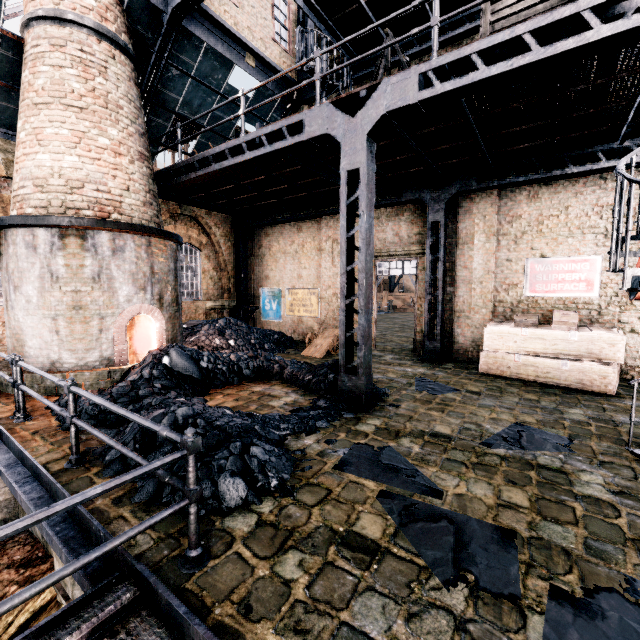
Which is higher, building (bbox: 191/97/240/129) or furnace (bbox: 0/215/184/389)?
building (bbox: 191/97/240/129)

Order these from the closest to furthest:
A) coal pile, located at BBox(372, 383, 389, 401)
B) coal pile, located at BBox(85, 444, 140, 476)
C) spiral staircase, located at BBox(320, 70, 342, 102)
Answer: coal pile, located at BBox(85, 444, 140, 476), coal pile, located at BBox(372, 383, 389, 401), spiral staircase, located at BBox(320, 70, 342, 102)

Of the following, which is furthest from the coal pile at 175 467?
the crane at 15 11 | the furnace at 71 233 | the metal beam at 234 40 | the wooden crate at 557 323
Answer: the crane at 15 11

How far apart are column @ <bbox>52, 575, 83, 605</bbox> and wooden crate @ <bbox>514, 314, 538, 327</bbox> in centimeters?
1135cm

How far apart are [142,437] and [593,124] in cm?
1176

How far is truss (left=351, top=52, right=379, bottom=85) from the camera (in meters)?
12.34

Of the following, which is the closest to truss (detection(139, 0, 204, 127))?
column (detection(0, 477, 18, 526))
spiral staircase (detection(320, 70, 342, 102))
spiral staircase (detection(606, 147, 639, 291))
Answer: spiral staircase (detection(606, 147, 639, 291))

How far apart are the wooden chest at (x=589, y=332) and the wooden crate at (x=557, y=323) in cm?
2
